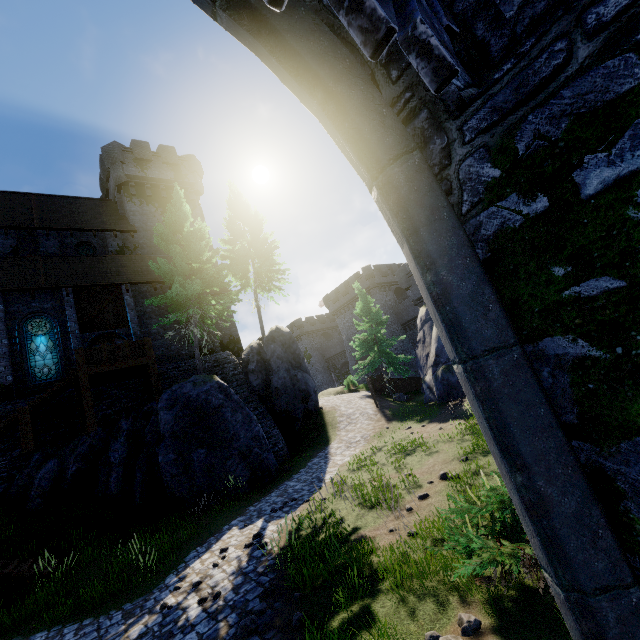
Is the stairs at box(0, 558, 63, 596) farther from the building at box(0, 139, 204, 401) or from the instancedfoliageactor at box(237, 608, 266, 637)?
the instancedfoliageactor at box(237, 608, 266, 637)

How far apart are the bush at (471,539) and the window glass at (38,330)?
20.3m

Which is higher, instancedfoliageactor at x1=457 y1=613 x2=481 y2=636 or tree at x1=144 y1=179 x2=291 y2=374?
tree at x1=144 y1=179 x2=291 y2=374

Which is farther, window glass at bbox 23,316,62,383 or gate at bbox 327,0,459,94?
window glass at bbox 23,316,62,383

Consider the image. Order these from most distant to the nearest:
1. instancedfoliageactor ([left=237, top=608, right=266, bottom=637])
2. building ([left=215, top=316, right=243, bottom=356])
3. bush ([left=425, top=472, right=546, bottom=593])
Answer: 1. building ([left=215, top=316, right=243, bottom=356])
2. instancedfoliageactor ([left=237, top=608, right=266, bottom=637])
3. bush ([left=425, top=472, right=546, bottom=593])

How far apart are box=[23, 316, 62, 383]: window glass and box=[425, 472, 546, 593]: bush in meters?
20.3 m

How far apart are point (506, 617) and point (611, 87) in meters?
5.4 m

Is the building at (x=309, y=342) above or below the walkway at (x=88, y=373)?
above
